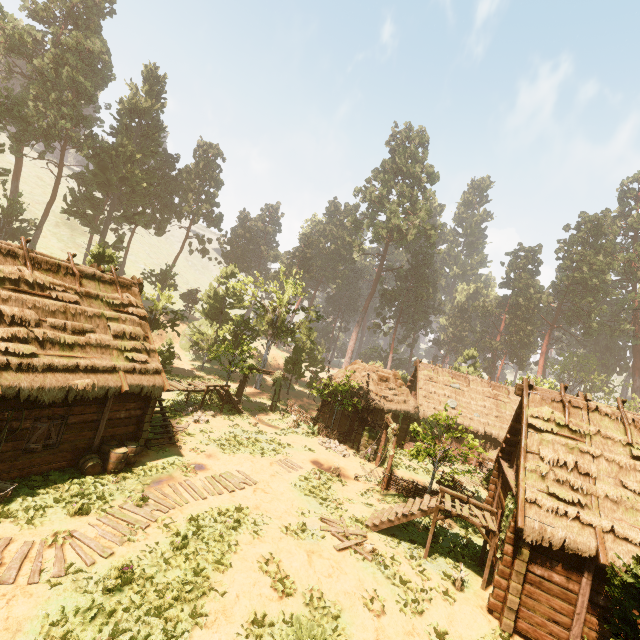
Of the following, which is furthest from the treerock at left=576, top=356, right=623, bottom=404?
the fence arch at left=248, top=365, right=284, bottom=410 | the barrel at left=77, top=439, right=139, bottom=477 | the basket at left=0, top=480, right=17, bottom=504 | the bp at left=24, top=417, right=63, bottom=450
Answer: the barrel at left=77, top=439, right=139, bottom=477

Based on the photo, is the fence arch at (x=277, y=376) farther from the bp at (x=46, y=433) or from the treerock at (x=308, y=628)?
the bp at (x=46, y=433)

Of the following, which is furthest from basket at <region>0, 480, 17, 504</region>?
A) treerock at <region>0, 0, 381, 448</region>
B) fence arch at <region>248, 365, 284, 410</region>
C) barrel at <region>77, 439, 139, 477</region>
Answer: fence arch at <region>248, 365, 284, 410</region>

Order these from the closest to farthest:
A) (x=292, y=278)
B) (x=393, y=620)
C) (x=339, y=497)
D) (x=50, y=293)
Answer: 1. (x=393, y=620)
2. (x=50, y=293)
3. (x=339, y=497)
4. (x=292, y=278)

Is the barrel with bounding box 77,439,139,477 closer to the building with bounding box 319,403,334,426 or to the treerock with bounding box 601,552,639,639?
the building with bounding box 319,403,334,426

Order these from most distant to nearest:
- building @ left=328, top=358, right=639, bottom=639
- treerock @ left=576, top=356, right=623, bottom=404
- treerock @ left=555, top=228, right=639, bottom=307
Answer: treerock @ left=555, top=228, right=639, bottom=307, treerock @ left=576, top=356, right=623, bottom=404, building @ left=328, top=358, right=639, bottom=639

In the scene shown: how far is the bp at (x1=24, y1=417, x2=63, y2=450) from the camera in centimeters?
1125cm

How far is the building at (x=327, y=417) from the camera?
29.69m
